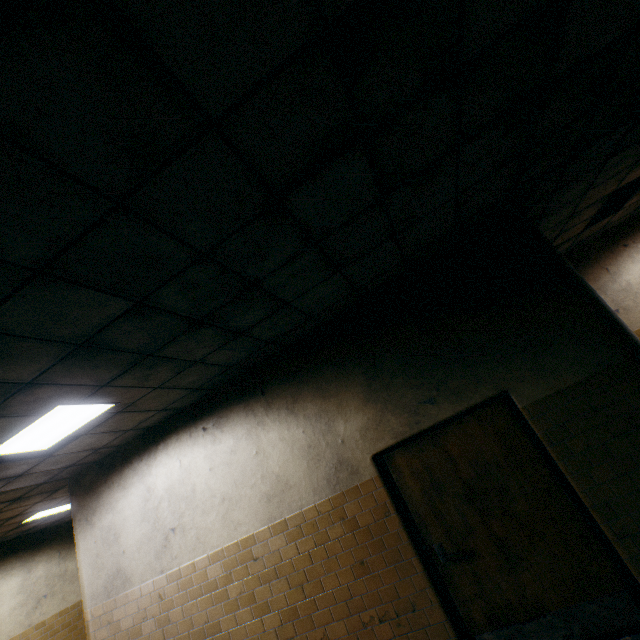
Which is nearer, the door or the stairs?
the stairs

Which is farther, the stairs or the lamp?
the lamp

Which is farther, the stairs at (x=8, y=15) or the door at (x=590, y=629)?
the door at (x=590, y=629)

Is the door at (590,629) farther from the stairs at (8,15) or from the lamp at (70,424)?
the stairs at (8,15)

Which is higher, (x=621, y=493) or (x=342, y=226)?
(x=342, y=226)

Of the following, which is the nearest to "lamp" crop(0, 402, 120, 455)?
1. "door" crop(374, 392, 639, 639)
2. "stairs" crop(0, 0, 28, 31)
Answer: "stairs" crop(0, 0, 28, 31)
